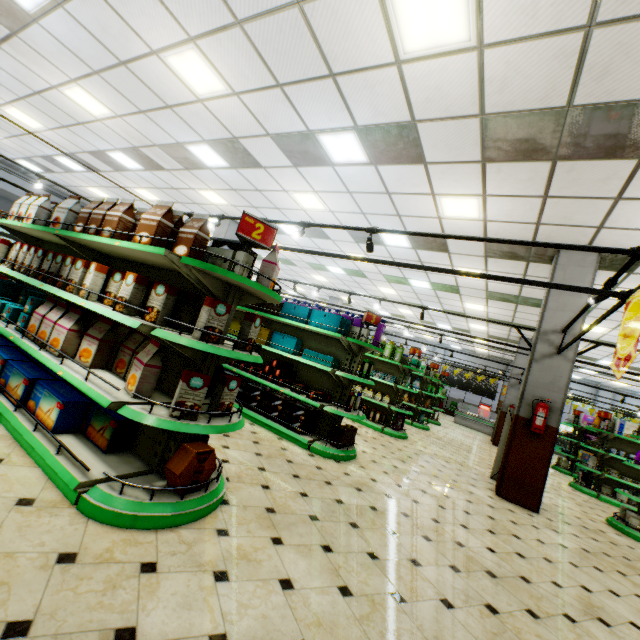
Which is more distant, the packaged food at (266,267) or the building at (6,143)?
the building at (6,143)

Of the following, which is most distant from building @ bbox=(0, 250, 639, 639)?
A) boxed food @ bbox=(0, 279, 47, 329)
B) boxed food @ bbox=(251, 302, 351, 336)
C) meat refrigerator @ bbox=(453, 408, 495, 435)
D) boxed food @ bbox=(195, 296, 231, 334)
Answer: boxed food @ bbox=(251, 302, 351, 336)

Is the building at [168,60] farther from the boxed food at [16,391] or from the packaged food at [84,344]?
the packaged food at [84,344]

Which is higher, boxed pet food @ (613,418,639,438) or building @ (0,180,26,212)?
building @ (0,180,26,212)

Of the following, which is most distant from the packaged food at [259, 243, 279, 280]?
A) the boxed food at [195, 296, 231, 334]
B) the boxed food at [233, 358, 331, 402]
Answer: the boxed food at [233, 358, 331, 402]

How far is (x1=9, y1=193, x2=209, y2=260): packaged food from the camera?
2.7 meters

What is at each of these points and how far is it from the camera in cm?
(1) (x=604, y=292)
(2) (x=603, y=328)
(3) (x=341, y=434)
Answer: (1) light truss, 306
(2) building, 1013
(3) boxed food, 525

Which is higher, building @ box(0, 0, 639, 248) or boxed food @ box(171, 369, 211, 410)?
building @ box(0, 0, 639, 248)
